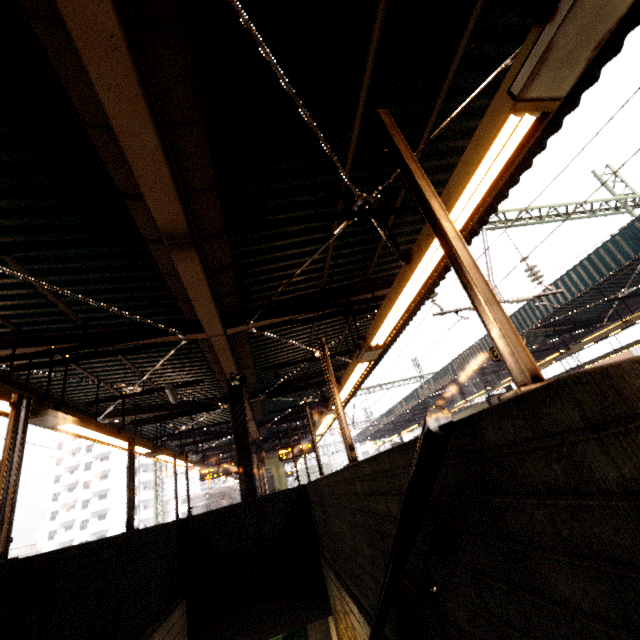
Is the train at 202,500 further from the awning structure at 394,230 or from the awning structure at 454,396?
the awning structure at 454,396

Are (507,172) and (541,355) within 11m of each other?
no

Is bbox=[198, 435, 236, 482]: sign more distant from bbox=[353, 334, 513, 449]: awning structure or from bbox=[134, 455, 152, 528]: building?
bbox=[134, 455, 152, 528]: building

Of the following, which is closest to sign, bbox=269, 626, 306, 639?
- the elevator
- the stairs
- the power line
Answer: the stairs

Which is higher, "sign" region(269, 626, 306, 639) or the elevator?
the elevator

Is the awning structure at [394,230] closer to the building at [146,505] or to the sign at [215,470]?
the sign at [215,470]

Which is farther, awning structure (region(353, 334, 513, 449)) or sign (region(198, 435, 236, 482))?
awning structure (region(353, 334, 513, 449))

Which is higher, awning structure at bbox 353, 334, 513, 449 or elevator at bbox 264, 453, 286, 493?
awning structure at bbox 353, 334, 513, 449
